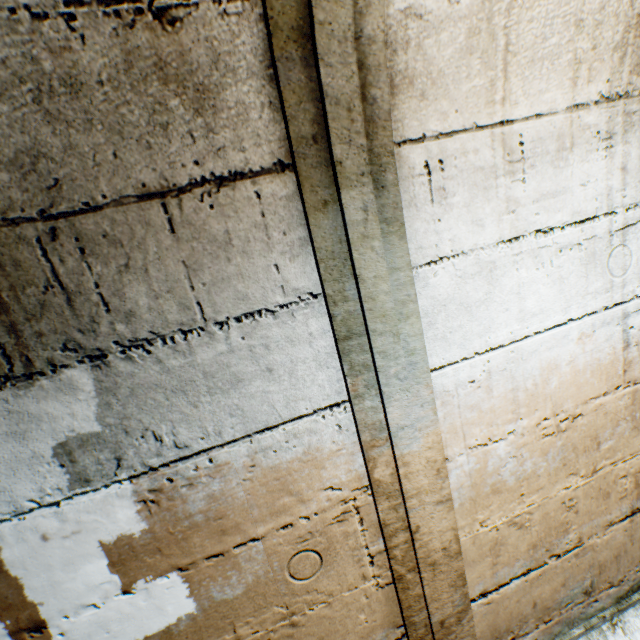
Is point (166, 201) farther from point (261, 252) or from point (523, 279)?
point (523, 279)
